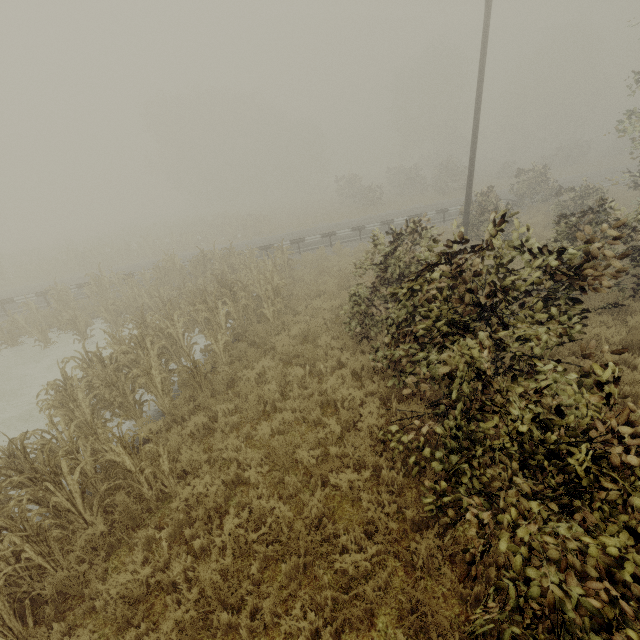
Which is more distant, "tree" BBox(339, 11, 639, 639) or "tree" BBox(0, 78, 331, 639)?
"tree" BBox(0, 78, 331, 639)

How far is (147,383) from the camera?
7.1 meters

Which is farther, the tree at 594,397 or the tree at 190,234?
the tree at 190,234
